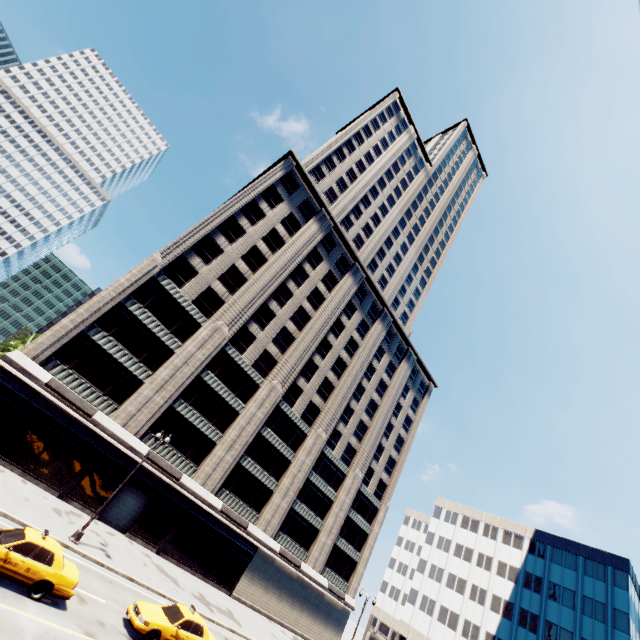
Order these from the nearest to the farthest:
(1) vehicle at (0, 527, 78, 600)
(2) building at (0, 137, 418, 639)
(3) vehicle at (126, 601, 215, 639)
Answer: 1. (1) vehicle at (0, 527, 78, 600)
2. (3) vehicle at (126, 601, 215, 639)
3. (2) building at (0, 137, 418, 639)

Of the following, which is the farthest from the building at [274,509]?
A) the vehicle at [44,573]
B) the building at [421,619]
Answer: the building at [421,619]

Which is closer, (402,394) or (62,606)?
(62,606)

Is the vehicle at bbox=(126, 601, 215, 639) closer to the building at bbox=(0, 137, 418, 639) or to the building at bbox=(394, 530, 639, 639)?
the building at bbox=(0, 137, 418, 639)

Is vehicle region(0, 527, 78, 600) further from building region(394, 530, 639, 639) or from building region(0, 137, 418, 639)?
building region(394, 530, 639, 639)

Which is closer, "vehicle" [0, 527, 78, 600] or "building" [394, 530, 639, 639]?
"vehicle" [0, 527, 78, 600]

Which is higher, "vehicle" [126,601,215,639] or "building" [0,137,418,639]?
"building" [0,137,418,639]

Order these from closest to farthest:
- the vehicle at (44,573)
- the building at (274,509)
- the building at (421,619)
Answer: the vehicle at (44,573)
the building at (274,509)
the building at (421,619)
